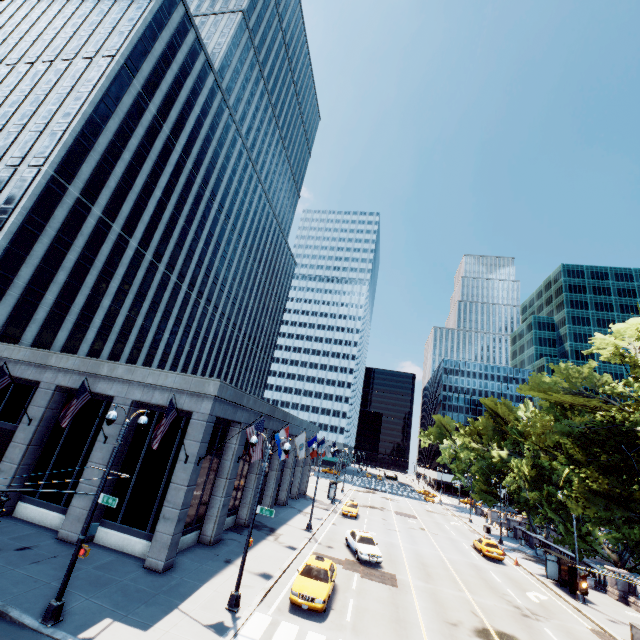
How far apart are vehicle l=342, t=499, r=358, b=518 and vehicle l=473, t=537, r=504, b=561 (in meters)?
13.03

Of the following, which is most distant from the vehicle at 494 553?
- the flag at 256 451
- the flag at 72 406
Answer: the flag at 72 406

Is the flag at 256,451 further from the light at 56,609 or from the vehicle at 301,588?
the vehicle at 301,588

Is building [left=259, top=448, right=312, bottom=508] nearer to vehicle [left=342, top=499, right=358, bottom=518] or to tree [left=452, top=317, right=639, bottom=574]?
vehicle [left=342, top=499, right=358, bottom=518]

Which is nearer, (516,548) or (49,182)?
(49,182)

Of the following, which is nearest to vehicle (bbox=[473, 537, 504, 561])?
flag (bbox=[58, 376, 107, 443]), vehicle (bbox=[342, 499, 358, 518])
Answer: vehicle (bbox=[342, 499, 358, 518])

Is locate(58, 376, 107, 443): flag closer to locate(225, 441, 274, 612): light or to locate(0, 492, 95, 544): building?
locate(0, 492, 95, 544): building

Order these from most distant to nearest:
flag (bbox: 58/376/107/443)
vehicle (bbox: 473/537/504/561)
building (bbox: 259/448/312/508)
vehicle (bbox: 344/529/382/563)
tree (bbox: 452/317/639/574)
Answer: building (bbox: 259/448/312/508), vehicle (bbox: 473/537/504/561), vehicle (bbox: 344/529/382/563), tree (bbox: 452/317/639/574), flag (bbox: 58/376/107/443)
